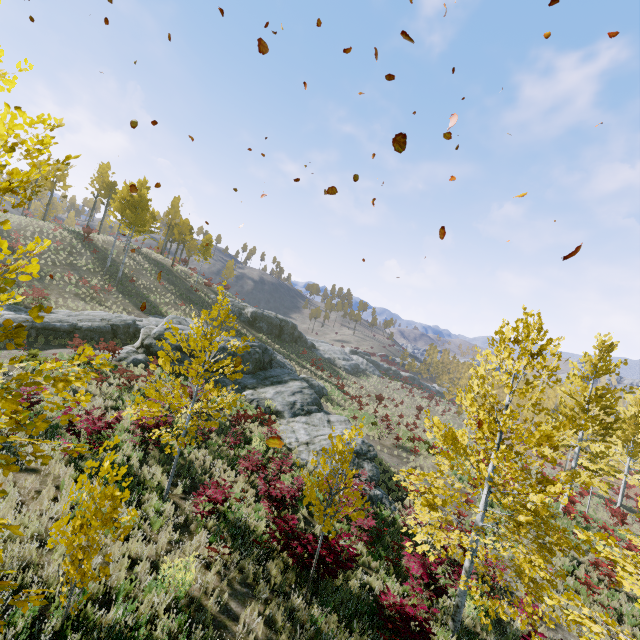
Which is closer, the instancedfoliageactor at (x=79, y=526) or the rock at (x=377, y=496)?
the instancedfoliageactor at (x=79, y=526)

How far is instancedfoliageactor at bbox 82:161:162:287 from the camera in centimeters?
3189cm

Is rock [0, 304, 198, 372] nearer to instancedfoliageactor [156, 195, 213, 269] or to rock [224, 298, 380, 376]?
rock [224, 298, 380, 376]

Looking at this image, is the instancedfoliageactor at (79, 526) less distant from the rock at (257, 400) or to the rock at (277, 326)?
the rock at (257, 400)

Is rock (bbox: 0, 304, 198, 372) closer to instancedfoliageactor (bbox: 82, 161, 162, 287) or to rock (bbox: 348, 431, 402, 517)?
rock (bbox: 348, 431, 402, 517)

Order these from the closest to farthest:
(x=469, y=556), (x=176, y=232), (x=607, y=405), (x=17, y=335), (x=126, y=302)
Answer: (x=17, y=335) < (x=469, y=556) < (x=607, y=405) < (x=126, y=302) < (x=176, y=232)

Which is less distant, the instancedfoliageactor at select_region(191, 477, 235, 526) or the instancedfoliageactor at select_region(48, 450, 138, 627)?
the instancedfoliageactor at select_region(48, 450, 138, 627)
